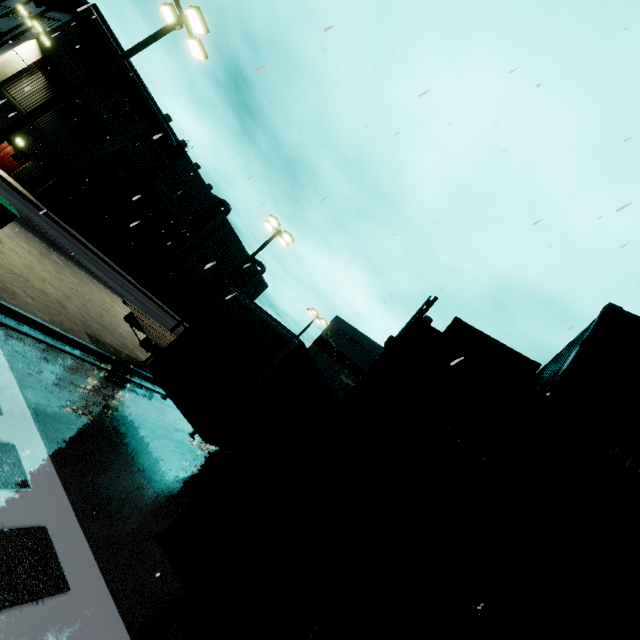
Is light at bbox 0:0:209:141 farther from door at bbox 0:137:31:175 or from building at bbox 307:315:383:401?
door at bbox 0:137:31:175

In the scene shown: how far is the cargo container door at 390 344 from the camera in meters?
3.9 m

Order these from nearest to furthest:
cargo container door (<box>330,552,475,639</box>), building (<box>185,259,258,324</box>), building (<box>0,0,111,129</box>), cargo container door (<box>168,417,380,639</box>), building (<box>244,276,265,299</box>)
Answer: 1. cargo container door (<box>330,552,475,639</box>)
2. cargo container door (<box>168,417,380,639</box>)
3. building (<box>0,0,111,129</box>)
4. building (<box>185,259,258,324</box>)
5. building (<box>244,276,265,299</box>)

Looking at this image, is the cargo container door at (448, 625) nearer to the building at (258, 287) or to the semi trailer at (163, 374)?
the building at (258, 287)

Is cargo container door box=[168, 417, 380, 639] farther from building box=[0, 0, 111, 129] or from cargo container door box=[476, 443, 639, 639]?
building box=[0, 0, 111, 129]

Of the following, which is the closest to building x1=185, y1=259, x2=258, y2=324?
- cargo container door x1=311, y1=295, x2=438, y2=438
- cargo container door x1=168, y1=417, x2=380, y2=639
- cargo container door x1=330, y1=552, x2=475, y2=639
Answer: cargo container door x1=330, y1=552, x2=475, y2=639

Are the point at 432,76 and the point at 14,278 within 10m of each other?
no

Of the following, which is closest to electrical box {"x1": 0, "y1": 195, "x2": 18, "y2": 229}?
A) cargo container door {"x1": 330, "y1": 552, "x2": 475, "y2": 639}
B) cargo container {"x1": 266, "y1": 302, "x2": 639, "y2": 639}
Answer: cargo container {"x1": 266, "y1": 302, "x2": 639, "y2": 639}
